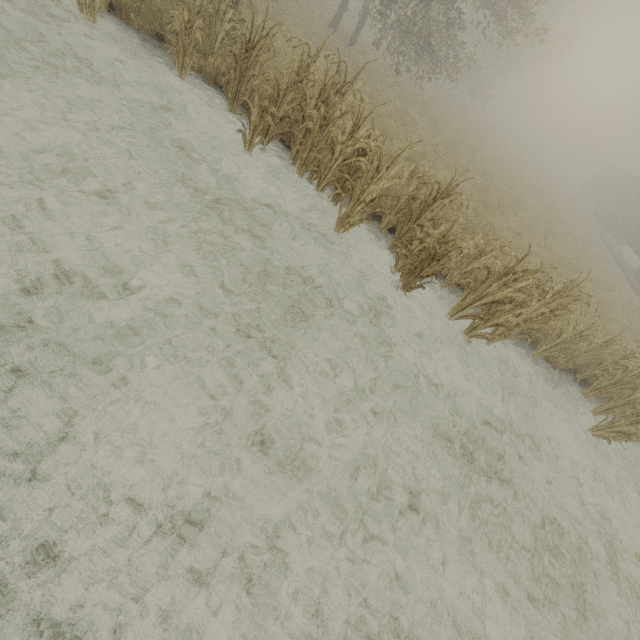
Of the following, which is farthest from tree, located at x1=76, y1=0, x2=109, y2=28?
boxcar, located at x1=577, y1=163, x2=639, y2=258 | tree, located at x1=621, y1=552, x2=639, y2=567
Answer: boxcar, located at x1=577, y1=163, x2=639, y2=258

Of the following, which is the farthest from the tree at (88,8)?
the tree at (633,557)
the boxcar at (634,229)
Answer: the boxcar at (634,229)

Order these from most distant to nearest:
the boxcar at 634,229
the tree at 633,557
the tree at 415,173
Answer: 1. the boxcar at 634,229
2. the tree at 415,173
3. the tree at 633,557

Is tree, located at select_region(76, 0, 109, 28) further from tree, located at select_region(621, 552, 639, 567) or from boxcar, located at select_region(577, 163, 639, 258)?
boxcar, located at select_region(577, 163, 639, 258)

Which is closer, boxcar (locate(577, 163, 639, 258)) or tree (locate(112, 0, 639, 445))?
tree (locate(112, 0, 639, 445))

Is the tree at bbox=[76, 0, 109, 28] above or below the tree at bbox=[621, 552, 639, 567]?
above

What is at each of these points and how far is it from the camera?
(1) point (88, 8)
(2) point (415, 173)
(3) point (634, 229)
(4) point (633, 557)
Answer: (1) tree, 5.8 meters
(2) tree, 7.0 meters
(3) boxcar, 22.8 meters
(4) tree, 5.2 meters
